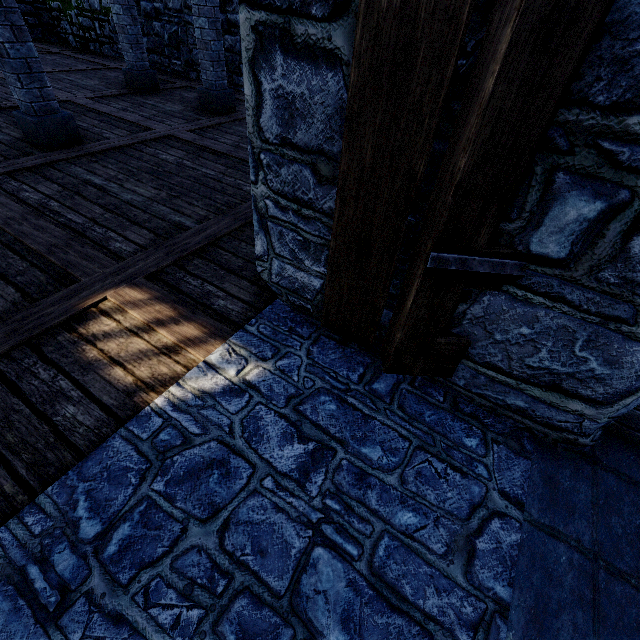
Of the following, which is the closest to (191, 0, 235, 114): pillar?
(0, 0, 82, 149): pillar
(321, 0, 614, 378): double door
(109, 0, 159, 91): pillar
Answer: (0, 0, 82, 149): pillar

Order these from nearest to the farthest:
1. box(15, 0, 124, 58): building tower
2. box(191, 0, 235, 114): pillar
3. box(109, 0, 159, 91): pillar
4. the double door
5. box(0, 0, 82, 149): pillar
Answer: the double door
box(0, 0, 82, 149): pillar
box(191, 0, 235, 114): pillar
box(109, 0, 159, 91): pillar
box(15, 0, 124, 58): building tower

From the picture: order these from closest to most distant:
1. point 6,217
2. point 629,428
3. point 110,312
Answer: point 629,428 → point 110,312 → point 6,217

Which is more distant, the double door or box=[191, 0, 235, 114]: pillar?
box=[191, 0, 235, 114]: pillar

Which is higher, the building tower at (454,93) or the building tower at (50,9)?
the building tower at (454,93)

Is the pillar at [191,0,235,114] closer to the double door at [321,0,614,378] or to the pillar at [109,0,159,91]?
the pillar at [109,0,159,91]

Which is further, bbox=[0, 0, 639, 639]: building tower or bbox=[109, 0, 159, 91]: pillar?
bbox=[109, 0, 159, 91]: pillar

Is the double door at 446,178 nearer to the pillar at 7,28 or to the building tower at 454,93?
the building tower at 454,93
